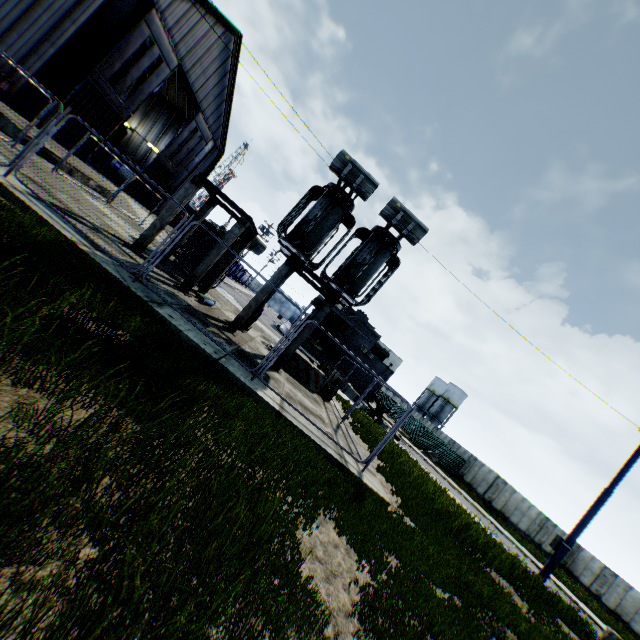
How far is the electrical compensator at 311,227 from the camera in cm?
1114

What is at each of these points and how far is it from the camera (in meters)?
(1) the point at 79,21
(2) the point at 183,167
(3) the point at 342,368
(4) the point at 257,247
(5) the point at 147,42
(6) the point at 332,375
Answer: (1) building, 17.55
(2) hanging door, 34.31
(3) building, 38.72
(4) electrical compensator, 15.73
(5) hanging door, 22.06
(6) wooden pallet, 15.41

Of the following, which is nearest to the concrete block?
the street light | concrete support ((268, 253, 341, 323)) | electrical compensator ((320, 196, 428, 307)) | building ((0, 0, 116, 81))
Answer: concrete support ((268, 253, 341, 323))

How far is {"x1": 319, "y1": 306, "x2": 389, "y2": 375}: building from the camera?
38.7m

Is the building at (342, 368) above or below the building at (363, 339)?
below

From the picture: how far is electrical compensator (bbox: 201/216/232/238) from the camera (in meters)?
15.64

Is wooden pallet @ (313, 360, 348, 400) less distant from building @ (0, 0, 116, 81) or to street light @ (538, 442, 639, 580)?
street light @ (538, 442, 639, 580)

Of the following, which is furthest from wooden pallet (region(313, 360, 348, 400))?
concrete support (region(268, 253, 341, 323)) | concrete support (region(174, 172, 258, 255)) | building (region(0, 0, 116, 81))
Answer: building (region(0, 0, 116, 81))
